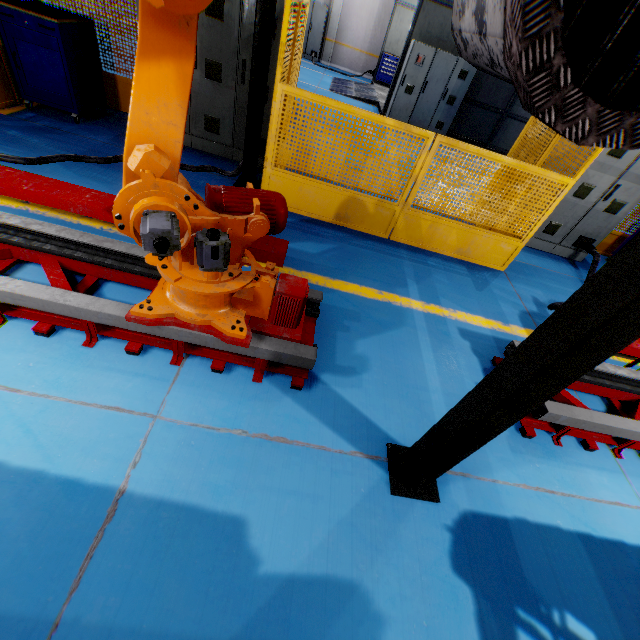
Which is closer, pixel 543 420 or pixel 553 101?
pixel 553 101

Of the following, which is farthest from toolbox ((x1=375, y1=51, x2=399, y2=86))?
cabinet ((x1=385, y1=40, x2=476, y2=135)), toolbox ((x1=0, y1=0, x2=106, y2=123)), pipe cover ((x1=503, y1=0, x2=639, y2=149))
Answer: pipe cover ((x1=503, y1=0, x2=639, y2=149))

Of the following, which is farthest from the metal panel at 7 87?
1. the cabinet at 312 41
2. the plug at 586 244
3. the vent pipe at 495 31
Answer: the cabinet at 312 41

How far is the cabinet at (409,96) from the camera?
9.5 meters

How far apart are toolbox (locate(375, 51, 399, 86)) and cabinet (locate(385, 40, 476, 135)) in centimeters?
667cm

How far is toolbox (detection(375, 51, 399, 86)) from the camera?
15.3m

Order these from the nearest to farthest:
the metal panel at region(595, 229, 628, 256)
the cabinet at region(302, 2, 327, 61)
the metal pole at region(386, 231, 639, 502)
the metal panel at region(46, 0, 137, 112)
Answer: the metal pole at region(386, 231, 639, 502) → the metal panel at region(46, 0, 137, 112) → the metal panel at region(595, 229, 628, 256) → the cabinet at region(302, 2, 327, 61)

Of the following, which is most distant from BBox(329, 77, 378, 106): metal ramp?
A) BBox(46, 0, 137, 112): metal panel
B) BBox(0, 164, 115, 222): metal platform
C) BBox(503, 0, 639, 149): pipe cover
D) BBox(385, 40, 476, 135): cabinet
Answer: BBox(503, 0, 639, 149): pipe cover
